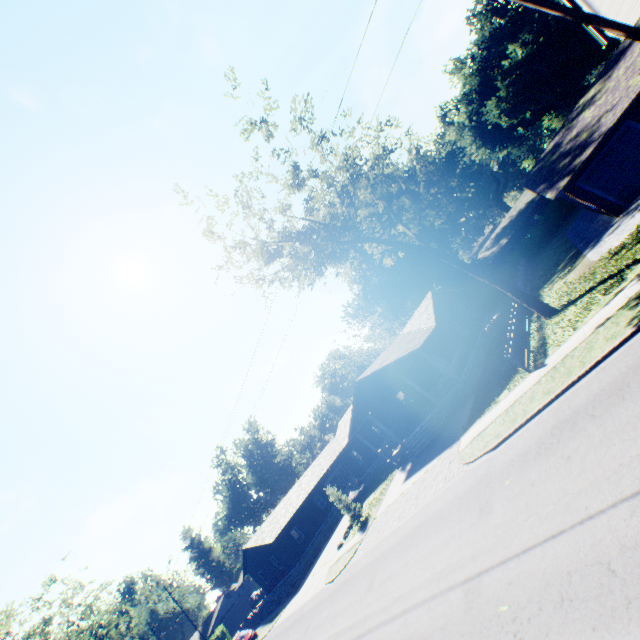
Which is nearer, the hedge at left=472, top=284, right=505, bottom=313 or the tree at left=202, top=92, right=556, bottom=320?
the tree at left=202, top=92, right=556, bottom=320

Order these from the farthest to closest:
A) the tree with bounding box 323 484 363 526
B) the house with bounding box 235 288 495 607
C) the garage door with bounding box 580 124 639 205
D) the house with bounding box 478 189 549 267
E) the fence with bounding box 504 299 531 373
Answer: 1. the house with bounding box 478 189 549 267
2. the tree with bounding box 323 484 363 526
3. the house with bounding box 235 288 495 607
4. the garage door with bounding box 580 124 639 205
5. the fence with bounding box 504 299 531 373

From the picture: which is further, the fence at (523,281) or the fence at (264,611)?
the fence at (264,611)

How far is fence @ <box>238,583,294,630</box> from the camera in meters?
31.7

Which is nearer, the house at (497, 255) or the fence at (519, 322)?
the fence at (519, 322)

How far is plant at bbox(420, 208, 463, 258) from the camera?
43.0m

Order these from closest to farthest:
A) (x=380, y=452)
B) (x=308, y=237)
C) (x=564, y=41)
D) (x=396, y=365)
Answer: (x=308, y=237), (x=396, y=365), (x=380, y=452), (x=564, y=41)

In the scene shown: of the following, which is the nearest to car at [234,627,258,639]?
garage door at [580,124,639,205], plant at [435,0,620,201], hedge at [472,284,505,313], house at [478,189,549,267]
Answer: hedge at [472,284,505,313]
